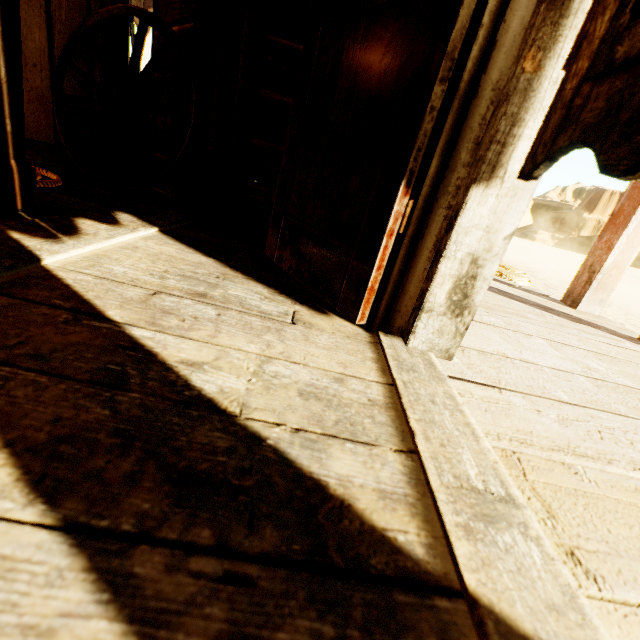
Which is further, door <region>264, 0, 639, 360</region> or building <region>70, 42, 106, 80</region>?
building <region>70, 42, 106, 80</region>

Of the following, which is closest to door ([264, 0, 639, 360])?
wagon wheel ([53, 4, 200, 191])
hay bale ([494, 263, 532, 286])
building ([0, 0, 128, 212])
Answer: building ([0, 0, 128, 212])

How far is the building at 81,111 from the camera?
2.0m

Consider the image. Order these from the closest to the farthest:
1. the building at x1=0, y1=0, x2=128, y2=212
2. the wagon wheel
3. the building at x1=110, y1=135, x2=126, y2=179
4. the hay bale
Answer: the building at x1=0, y1=0, x2=128, y2=212
the wagon wheel
the building at x1=110, y1=135, x2=126, y2=179
the hay bale

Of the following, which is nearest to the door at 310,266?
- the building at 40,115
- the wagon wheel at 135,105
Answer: the building at 40,115

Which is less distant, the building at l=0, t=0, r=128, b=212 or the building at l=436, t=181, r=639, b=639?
the building at l=436, t=181, r=639, b=639

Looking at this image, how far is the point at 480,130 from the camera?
0.74m

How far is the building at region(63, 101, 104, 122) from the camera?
2.01m
